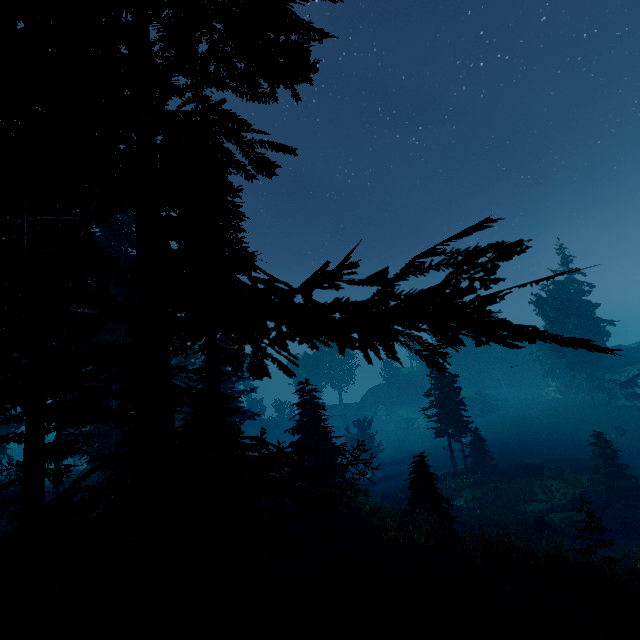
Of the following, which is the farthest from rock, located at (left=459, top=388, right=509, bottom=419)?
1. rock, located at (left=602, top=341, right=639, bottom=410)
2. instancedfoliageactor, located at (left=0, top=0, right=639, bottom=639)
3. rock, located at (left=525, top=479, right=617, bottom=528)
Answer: rock, located at (left=525, top=479, right=617, bottom=528)

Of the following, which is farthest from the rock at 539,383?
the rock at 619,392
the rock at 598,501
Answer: the rock at 598,501

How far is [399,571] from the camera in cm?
1206

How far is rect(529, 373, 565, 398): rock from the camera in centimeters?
4838cm

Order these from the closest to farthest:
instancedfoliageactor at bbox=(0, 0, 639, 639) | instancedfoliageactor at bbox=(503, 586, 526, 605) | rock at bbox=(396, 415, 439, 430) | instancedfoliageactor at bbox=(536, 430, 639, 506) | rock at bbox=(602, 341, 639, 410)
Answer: instancedfoliageactor at bbox=(0, 0, 639, 639)
instancedfoliageactor at bbox=(503, 586, 526, 605)
instancedfoliageactor at bbox=(536, 430, 639, 506)
rock at bbox=(602, 341, 639, 410)
rock at bbox=(396, 415, 439, 430)

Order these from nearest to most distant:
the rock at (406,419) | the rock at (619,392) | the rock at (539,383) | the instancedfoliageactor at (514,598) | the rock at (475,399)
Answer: the instancedfoliageactor at (514,598) < the rock at (619,392) < the rock at (539,383) < the rock at (475,399) < the rock at (406,419)

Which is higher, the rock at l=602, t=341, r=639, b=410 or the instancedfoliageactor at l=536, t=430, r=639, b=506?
the rock at l=602, t=341, r=639, b=410
